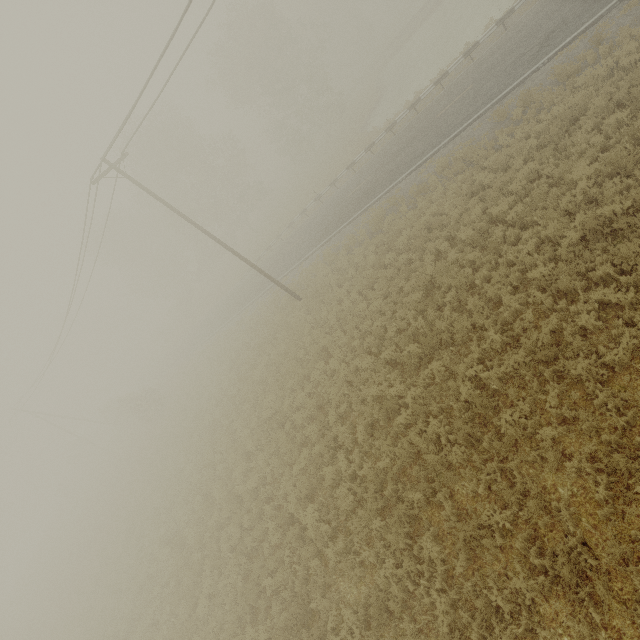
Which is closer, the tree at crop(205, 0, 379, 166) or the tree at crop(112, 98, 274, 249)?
the tree at crop(205, 0, 379, 166)

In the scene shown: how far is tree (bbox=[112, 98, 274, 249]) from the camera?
34.72m

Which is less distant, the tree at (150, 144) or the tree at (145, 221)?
the tree at (150, 144)

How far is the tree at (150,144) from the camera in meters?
34.7 m

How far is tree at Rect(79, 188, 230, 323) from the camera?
41.7m

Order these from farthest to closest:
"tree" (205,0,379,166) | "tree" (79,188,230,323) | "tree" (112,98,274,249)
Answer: "tree" (79,188,230,323), "tree" (112,98,274,249), "tree" (205,0,379,166)

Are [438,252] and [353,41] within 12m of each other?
no
